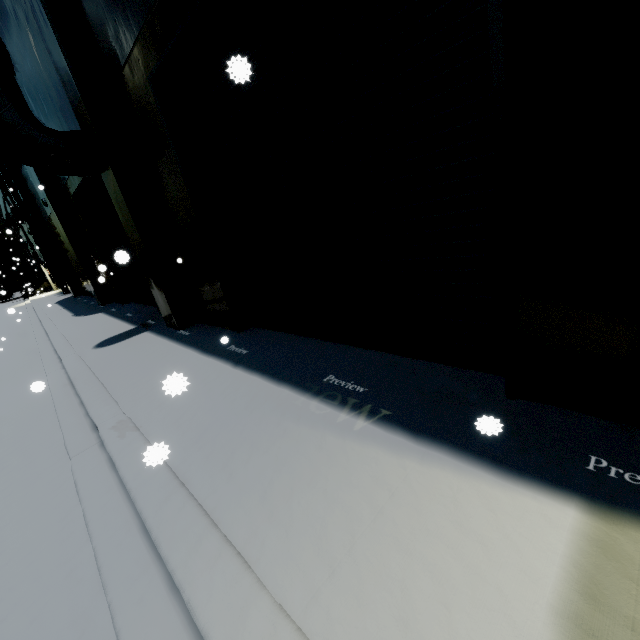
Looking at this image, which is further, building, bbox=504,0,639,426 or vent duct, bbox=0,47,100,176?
vent duct, bbox=0,47,100,176

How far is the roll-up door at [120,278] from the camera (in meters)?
10.05

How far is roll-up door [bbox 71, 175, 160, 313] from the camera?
10.1 meters

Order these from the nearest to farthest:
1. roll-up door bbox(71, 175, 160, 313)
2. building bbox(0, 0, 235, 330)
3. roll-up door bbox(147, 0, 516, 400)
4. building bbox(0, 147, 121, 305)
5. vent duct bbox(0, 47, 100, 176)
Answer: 1. roll-up door bbox(147, 0, 516, 400)
2. building bbox(0, 0, 235, 330)
3. vent duct bbox(0, 47, 100, 176)
4. roll-up door bbox(71, 175, 160, 313)
5. building bbox(0, 147, 121, 305)

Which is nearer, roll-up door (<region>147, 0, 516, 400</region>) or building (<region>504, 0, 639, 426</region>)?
building (<region>504, 0, 639, 426</region>)

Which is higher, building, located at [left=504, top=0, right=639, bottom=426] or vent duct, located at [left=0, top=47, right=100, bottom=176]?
vent duct, located at [left=0, top=47, right=100, bottom=176]

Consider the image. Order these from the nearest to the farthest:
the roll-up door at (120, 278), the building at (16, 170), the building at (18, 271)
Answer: the roll-up door at (120, 278)
the building at (16, 170)
the building at (18, 271)

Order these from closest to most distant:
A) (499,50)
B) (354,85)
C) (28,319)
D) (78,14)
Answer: (499,50)
(354,85)
(78,14)
(28,319)
